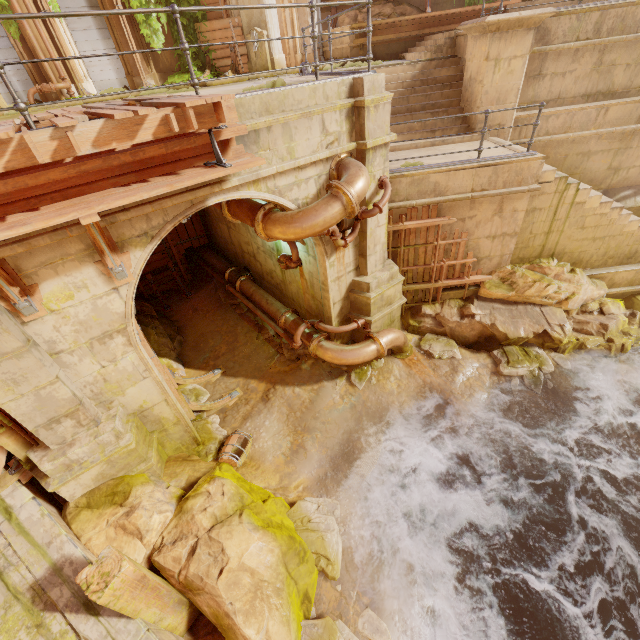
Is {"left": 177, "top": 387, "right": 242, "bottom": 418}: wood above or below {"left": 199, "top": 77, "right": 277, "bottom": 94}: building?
below

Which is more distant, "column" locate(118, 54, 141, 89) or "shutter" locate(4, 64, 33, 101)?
"column" locate(118, 54, 141, 89)

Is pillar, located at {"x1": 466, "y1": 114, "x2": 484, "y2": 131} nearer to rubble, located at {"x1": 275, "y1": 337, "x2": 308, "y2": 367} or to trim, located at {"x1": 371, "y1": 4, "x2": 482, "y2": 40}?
trim, located at {"x1": 371, "y1": 4, "x2": 482, "y2": 40}

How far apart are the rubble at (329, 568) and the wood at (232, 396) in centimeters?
314cm

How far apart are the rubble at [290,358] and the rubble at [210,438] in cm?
197

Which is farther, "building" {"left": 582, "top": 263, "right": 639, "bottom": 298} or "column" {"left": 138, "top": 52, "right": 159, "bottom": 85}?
"column" {"left": 138, "top": 52, "right": 159, "bottom": 85}

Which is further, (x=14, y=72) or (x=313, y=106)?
(x=14, y=72)

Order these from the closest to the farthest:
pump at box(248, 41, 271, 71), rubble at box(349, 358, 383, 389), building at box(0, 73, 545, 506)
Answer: building at box(0, 73, 545, 506) → rubble at box(349, 358, 383, 389) → pump at box(248, 41, 271, 71)
